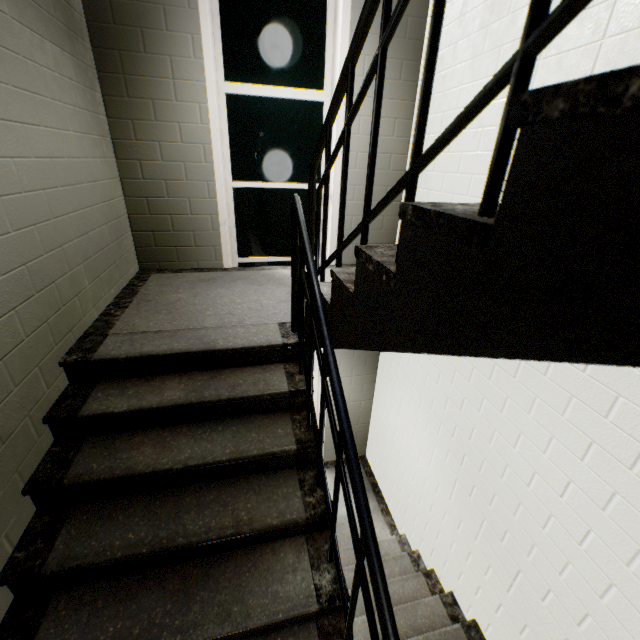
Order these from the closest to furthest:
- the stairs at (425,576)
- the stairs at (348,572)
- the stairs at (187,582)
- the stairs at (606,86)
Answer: the stairs at (606,86) → the stairs at (187,582) → the stairs at (425,576) → the stairs at (348,572)

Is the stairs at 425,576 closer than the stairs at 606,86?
No

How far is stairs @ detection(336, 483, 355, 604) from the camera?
3.7m

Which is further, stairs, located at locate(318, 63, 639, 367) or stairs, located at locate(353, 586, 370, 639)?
stairs, located at locate(353, 586, 370, 639)

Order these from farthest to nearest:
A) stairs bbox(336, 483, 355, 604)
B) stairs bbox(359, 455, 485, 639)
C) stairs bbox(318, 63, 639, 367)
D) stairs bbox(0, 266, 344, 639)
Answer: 1. stairs bbox(336, 483, 355, 604)
2. stairs bbox(359, 455, 485, 639)
3. stairs bbox(0, 266, 344, 639)
4. stairs bbox(318, 63, 639, 367)

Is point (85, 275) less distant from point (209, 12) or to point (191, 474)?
point (191, 474)
